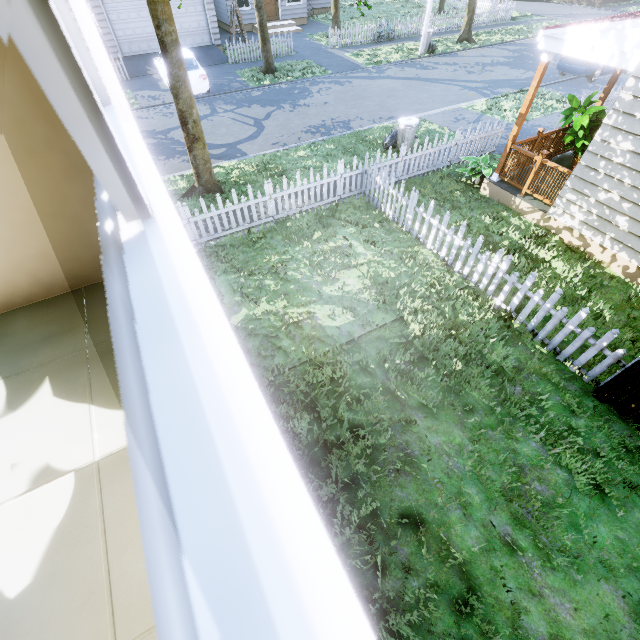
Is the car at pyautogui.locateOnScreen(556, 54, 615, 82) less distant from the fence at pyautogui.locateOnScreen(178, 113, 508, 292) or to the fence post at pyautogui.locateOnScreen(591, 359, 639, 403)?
the fence at pyautogui.locateOnScreen(178, 113, 508, 292)

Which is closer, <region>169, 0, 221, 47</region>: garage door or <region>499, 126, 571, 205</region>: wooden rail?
<region>499, 126, 571, 205</region>: wooden rail

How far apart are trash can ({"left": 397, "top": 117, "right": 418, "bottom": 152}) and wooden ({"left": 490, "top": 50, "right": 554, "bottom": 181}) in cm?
319

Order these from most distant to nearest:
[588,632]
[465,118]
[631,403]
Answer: [465,118] < [631,403] < [588,632]

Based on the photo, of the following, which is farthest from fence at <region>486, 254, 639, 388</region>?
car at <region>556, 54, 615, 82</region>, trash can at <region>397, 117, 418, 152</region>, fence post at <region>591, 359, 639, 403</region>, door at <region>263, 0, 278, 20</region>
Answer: car at <region>556, 54, 615, 82</region>

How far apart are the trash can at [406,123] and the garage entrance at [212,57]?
13.7 meters

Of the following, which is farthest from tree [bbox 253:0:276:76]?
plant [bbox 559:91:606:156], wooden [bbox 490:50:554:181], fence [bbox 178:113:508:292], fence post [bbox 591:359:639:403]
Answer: fence post [bbox 591:359:639:403]

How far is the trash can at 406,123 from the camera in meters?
10.2 m
